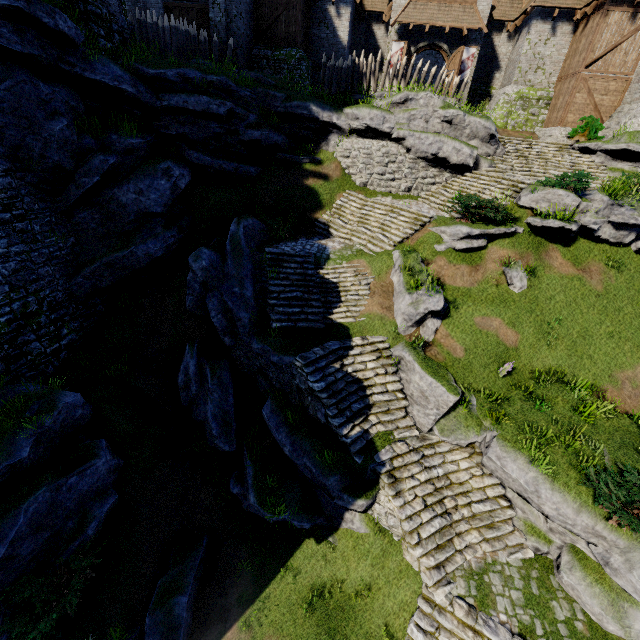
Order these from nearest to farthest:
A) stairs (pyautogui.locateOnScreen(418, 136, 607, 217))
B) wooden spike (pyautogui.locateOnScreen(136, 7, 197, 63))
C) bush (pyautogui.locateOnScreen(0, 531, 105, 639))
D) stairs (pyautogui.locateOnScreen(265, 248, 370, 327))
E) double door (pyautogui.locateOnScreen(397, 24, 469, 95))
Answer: bush (pyautogui.locateOnScreen(0, 531, 105, 639)) → stairs (pyautogui.locateOnScreen(265, 248, 370, 327)) → wooden spike (pyautogui.locateOnScreen(136, 7, 197, 63)) → stairs (pyautogui.locateOnScreen(418, 136, 607, 217)) → double door (pyautogui.locateOnScreen(397, 24, 469, 95))

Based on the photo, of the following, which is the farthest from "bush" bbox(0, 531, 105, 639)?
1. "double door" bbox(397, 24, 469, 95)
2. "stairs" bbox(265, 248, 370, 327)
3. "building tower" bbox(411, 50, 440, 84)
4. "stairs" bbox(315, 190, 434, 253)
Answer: "building tower" bbox(411, 50, 440, 84)

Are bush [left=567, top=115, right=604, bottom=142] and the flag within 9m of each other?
yes

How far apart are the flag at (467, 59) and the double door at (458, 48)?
0.3 meters

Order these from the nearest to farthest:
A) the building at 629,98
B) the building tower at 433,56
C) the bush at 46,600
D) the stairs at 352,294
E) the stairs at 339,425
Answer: the bush at 46,600 → the stairs at 339,425 → the stairs at 352,294 → the building at 629,98 → the building tower at 433,56

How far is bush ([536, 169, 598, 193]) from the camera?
13.48m

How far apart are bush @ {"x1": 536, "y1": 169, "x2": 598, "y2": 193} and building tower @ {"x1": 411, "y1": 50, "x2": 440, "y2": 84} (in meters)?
28.04

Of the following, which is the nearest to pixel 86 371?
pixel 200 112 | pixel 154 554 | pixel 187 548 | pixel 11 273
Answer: pixel 11 273
